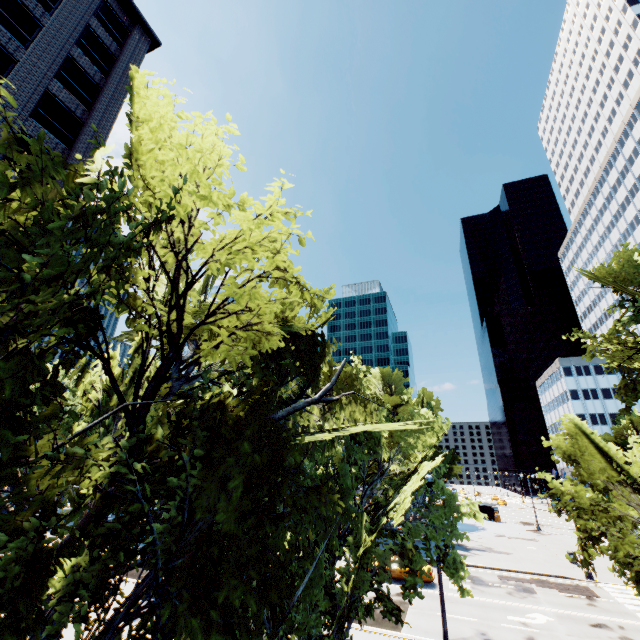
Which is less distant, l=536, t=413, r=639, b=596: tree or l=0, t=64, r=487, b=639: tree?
l=0, t=64, r=487, b=639: tree

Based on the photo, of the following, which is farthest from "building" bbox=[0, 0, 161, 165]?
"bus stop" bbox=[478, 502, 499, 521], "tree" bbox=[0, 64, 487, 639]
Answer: "bus stop" bbox=[478, 502, 499, 521]

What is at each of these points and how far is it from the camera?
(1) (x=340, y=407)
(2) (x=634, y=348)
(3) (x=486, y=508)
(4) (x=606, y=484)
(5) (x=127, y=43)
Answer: (1) tree, 8.20m
(2) tree, 9.23m
(3) bus stop, 54.47m
(4) tree, 8.23m
(5) building, 28.09m

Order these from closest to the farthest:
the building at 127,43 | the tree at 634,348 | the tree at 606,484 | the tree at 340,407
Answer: the tree at 340,407 < the tree at 606,484 < the tree at 634,348 < the building at 127,43

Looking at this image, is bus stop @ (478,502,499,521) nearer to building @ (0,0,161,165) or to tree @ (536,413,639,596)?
tree @ (536,413,639,596)

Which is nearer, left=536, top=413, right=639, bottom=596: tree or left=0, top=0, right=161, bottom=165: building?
left=536, top=413, right=639, bottom=596: tree

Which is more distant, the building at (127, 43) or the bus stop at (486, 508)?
the bus stop at (486, 508)

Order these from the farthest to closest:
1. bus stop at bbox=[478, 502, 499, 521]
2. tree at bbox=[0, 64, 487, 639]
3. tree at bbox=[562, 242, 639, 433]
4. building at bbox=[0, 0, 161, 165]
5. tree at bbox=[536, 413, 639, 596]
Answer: bus stop at bbox=[478, 502, 499, 521]
building at bbox=[0, 0, 161, 165]
tree at bbox=[562, 242, 639, 433]
tree at bbox=[536, 413, 639, 596]
tree at bbox=[0, 64, 487, 639]
